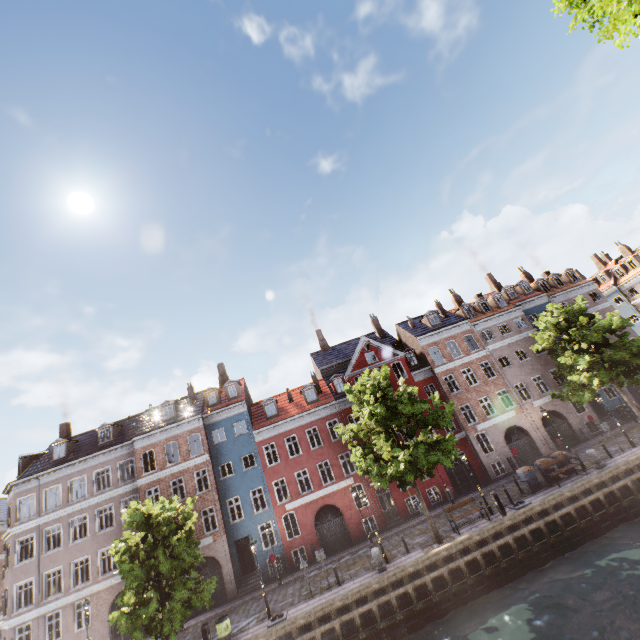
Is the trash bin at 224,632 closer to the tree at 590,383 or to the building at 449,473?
the tree at 590,383

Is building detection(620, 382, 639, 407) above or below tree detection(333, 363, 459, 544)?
below

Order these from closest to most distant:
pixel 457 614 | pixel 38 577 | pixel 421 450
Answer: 1. pixel 457 614
2. pixel 421 450
3. pixel 38 577

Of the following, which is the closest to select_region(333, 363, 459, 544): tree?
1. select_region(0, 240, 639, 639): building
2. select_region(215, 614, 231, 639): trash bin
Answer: select_region(215, 614, 231, 639): trash bin

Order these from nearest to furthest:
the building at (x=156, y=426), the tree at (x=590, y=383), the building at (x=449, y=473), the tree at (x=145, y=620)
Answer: the tree at (x=145, y=620)
the tree at (x=590, y=383)
the building at (x=156, y=426)
the building at (x=449, y=473)

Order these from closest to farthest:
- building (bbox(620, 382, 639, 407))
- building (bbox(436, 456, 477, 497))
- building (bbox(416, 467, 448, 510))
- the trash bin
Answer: the trash bin < building (bbox(416, 467, 448, 510)) < building (bbox(436, 456, 477, 497)) < building (bbox(620, 382, 639, 407))

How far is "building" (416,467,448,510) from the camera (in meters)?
26.72
